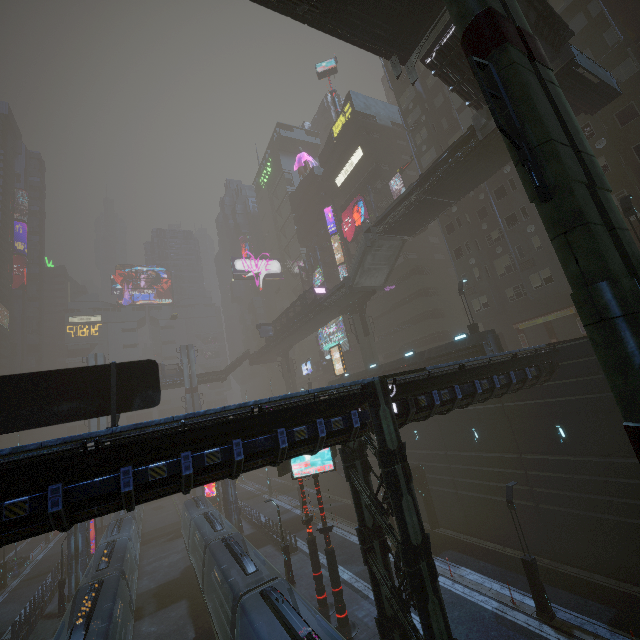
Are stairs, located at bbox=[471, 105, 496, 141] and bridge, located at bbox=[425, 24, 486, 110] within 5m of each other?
yes

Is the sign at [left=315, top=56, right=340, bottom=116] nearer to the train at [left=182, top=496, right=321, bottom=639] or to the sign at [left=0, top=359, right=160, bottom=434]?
the sign at [left=0, top=359, right=160, bottom=434]

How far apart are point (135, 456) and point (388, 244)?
31.26m

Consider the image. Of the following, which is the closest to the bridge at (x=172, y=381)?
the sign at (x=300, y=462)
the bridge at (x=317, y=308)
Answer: the bridge at (x=317, y=308)

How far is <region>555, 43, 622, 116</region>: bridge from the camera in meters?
17.1

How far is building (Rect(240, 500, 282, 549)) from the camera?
29.4 meters

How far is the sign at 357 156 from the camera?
48.0 meters
